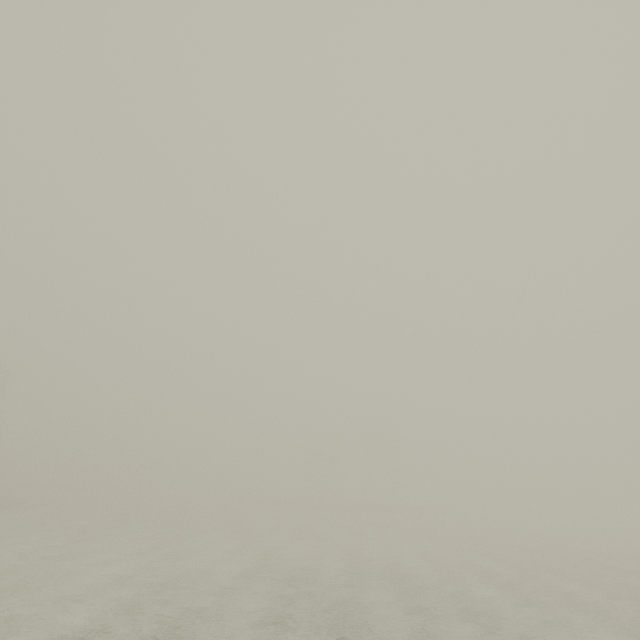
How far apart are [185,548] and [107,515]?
19.1m
